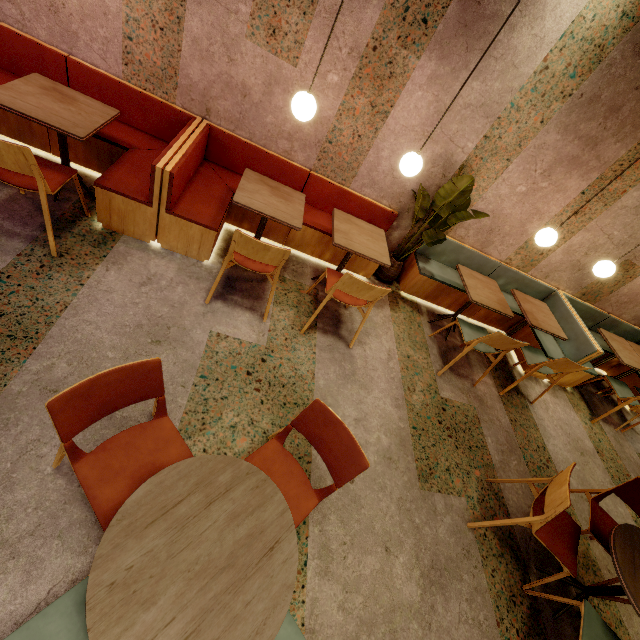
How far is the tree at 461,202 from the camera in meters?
3.2

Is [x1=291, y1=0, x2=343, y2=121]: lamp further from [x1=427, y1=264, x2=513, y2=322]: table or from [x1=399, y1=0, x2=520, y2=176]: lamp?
[x1=427, y1=264, x2=513, y2=322]: table

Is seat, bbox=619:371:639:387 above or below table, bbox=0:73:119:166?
below

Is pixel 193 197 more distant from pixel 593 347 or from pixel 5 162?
pixel 593 347

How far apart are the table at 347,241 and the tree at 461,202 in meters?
0.5 m

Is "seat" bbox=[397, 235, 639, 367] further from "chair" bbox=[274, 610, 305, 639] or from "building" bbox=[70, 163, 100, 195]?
"chair" bbox=[274, 610, 305, 639]

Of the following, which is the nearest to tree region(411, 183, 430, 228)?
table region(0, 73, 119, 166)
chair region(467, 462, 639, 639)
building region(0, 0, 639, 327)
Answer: building region(0, 0, 639, 327)

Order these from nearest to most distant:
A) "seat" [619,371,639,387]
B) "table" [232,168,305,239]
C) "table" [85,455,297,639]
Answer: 1. "table" [85,455,297,639]
2. "table" [232,168,305,239]
3. "seat" [619,371,639,387]
